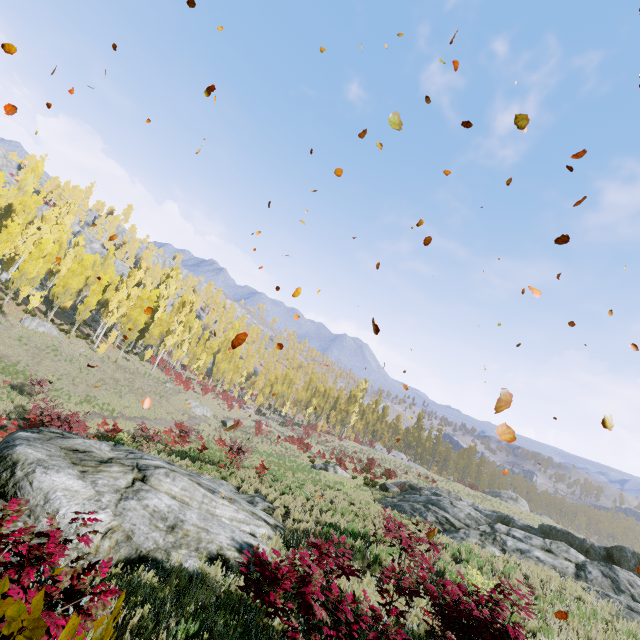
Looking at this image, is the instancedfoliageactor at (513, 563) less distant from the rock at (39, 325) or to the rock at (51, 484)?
the rock at (39, 325)

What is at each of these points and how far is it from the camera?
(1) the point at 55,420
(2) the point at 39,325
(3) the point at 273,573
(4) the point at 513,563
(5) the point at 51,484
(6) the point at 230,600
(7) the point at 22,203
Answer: (1) instancedfoliageactor, 17.52m
(2) rock, 33.62m
(3) instancedfoliageactor, 5.43m
(4) instancedfoliageactor, 12.70m
(5) rock, 6.75m
(6) instancedfoliageactor, 5.61m
(7) instancedfoliageactor, 46.06m

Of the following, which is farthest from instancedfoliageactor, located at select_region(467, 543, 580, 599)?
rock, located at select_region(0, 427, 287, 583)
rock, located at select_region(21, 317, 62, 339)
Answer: rock, located at select_region(0, 427, 287, 583)

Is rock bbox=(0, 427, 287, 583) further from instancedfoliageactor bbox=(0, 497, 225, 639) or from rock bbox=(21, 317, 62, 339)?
rock bbox=(21, 317, 62, 339)

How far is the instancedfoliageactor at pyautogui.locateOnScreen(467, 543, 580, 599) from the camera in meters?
11.4

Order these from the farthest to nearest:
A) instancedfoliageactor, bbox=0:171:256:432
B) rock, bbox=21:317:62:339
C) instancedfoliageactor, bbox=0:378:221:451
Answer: instancedfoliageactor, bbox=0:171:256:432 < rock, bbox=21:317:62:339 < instancedfoliageactor, bbox=0:378:221:451

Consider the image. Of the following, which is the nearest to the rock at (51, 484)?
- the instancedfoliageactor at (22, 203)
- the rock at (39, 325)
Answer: the instancedfoliageactor at (22, 203)
